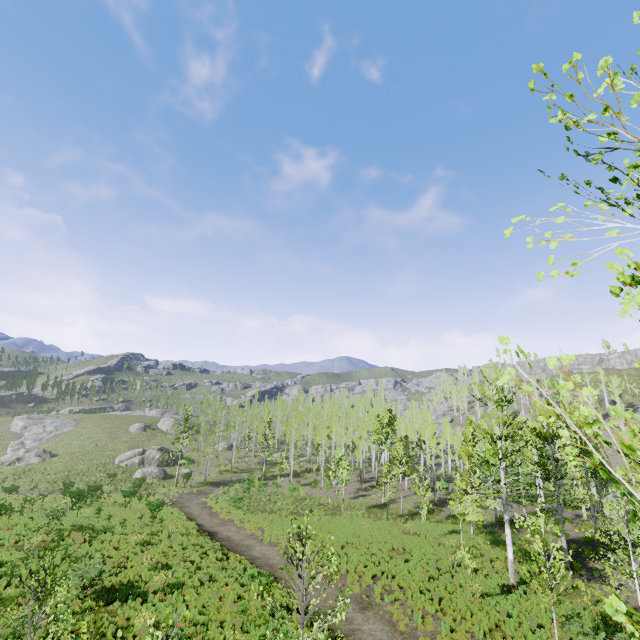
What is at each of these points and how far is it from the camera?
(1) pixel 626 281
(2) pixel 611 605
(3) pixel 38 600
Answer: (1) instancedfoliageactor, 1.6m
(2) instancedfoliageactor, 0.9m
(3) instancedfoliageactor, 7.7m

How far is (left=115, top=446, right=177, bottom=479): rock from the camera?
44.8m

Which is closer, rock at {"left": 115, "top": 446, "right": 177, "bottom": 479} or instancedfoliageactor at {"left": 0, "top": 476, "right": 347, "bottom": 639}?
instancedfoliageactor at {"left": 0, "top": 476, "right": 347, "bottom": 639}

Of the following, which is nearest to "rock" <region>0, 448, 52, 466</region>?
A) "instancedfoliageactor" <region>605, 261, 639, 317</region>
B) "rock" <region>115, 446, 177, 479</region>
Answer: "rock" <region>115, 446, 177, 479</region>

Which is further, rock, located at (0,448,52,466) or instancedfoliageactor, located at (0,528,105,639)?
rock, located at (0,448,52,466)

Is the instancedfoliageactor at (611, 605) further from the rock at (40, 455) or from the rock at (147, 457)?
the rock at (40, 455)

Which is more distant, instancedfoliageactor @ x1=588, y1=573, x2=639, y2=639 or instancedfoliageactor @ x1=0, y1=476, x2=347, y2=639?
instancedfoliageactor @ x1=0, y1=476, x2=347, y2=639
